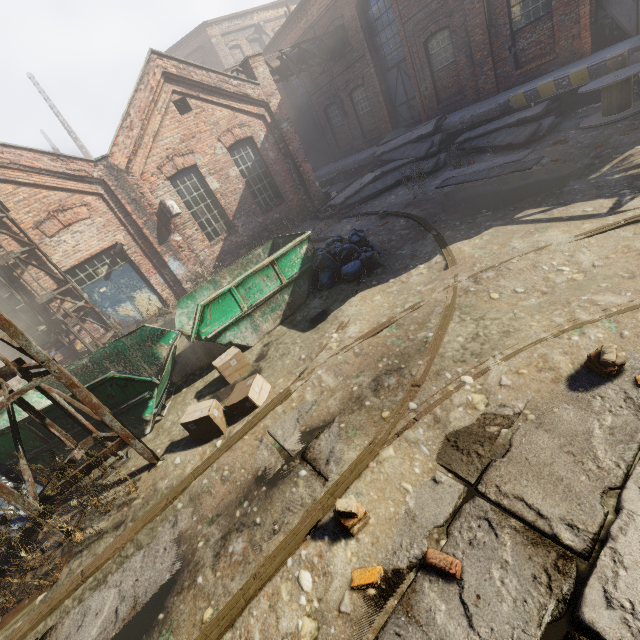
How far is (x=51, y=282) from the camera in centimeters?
1030cm

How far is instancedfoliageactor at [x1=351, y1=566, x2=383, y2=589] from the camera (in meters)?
2.48

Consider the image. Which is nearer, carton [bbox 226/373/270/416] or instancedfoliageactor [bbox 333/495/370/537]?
instancedfoliageactor [bbox 333/495/370/537]

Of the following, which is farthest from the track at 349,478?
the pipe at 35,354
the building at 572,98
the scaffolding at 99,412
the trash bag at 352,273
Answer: the building at 572,98

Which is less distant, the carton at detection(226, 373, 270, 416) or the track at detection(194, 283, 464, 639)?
the track at detection(194, 283, 464, 639)

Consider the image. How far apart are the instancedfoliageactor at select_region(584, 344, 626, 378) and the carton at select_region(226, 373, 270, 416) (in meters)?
4.03

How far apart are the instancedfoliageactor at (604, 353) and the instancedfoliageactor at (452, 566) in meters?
2.2 m

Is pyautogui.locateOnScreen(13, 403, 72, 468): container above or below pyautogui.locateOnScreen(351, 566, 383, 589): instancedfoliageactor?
above
